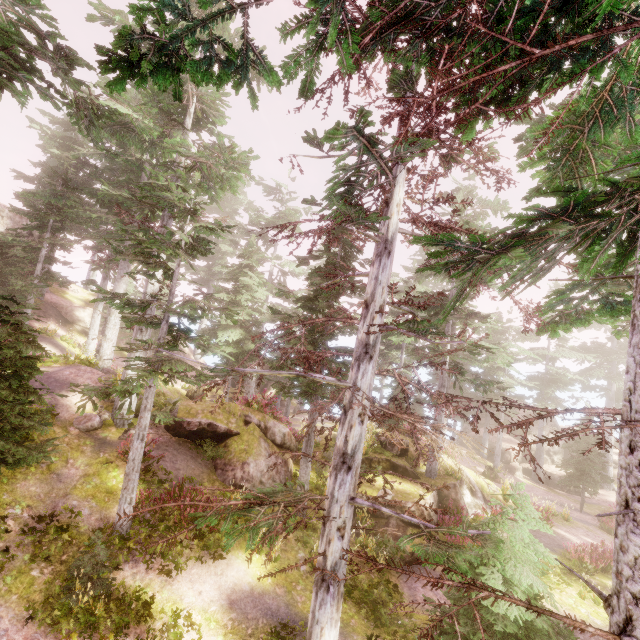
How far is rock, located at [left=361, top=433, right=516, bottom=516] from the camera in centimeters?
1612cm

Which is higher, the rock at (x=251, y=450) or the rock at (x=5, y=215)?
the rock at (x=5, y=215)

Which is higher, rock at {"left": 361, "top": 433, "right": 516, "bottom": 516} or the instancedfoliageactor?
the instancedfoliageactor

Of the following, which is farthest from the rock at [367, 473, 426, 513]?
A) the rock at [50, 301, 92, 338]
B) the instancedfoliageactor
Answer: the rock at [50, 301, 92, 338]

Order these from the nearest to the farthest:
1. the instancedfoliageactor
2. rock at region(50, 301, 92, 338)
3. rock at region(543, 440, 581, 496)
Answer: the instancedfoliageactor
rock at region(50, 301, 92, 338)
rock at region(543, 440, 581, 496)

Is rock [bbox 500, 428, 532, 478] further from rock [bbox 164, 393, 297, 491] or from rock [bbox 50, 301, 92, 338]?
rock [bbox 50, 301, 92, 338]

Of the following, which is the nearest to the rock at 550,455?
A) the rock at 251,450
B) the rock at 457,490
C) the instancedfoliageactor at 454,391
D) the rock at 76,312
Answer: the instancedfoliageactor at 454,391

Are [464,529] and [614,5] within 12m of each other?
yes
